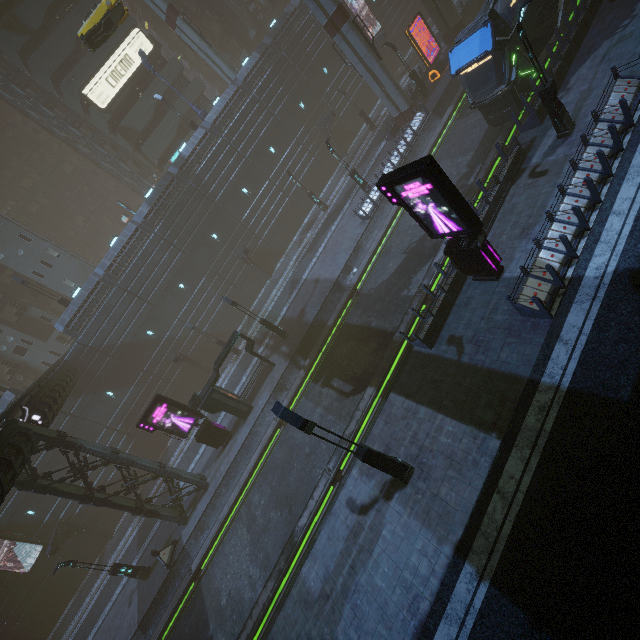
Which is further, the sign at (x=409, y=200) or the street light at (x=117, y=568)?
the street light at (x=117, y=568)

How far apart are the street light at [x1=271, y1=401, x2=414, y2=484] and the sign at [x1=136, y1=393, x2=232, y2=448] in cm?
1418

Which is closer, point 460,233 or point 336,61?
point 460,233

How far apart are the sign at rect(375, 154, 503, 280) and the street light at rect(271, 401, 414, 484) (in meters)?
7.92

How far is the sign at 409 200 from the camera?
10.2m

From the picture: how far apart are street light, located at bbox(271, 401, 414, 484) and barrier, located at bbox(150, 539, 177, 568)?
17.75m

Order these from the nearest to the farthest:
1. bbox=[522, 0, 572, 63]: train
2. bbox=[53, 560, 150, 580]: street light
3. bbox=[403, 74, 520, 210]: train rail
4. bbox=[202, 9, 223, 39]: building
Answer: bbox=[522, 0, 572, 63]: train → bbox=[403, 74, 520, 210]: train rail → bbox=[53, 560, 150, 580]: street light → bbox=[202, 9, 223, 39]: building

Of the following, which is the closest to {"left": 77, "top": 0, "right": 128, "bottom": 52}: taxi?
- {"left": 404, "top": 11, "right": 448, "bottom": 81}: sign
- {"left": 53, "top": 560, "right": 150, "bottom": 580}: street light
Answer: {"left": 404, "top": 11, "right": 448, "bottom": 81}: sign
